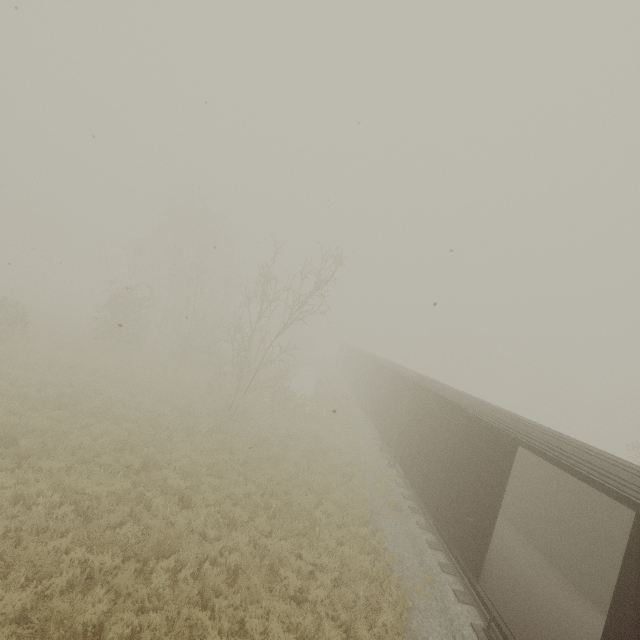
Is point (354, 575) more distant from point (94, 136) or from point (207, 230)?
point (207, 230)
